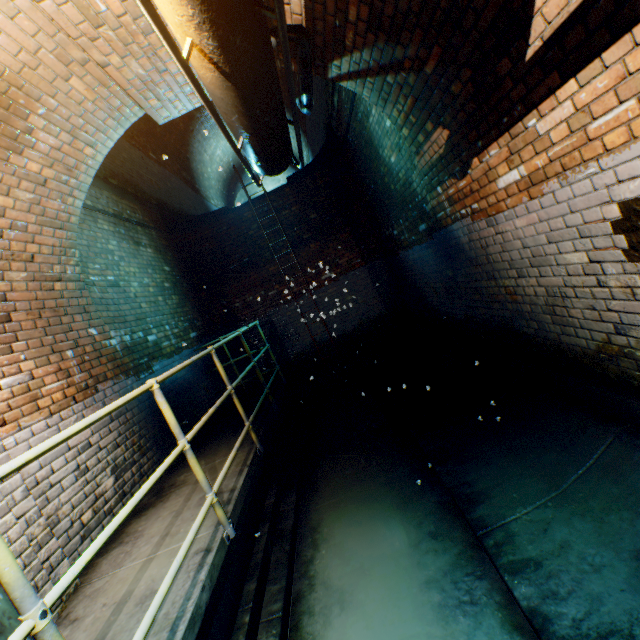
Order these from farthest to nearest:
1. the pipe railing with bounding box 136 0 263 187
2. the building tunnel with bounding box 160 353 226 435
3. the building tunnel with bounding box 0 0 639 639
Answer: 1. the building tunnel with bounding box 160 353 226 435
2. the building tunnel with bounding box 0 0 639 639
3. the pipe railing with bounding box 136 0 263 187

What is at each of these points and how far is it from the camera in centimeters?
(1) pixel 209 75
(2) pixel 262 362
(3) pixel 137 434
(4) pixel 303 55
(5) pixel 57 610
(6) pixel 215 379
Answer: (1) pipe, 173cm
(2) building tunnel, 845cm
(3) building tunnel, 394cm
(4) pipe, 290cm
(5) building tunnel, 227cm
(6) building tunnel, 670cm

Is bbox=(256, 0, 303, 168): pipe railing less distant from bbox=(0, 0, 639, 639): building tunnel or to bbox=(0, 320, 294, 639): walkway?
bbox=(0, 0, 639, 639): building tunnel

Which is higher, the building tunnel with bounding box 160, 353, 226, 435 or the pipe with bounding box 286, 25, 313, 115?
the pipe with bounding box 286, 25, 313, 115

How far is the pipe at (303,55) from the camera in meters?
2.6 m

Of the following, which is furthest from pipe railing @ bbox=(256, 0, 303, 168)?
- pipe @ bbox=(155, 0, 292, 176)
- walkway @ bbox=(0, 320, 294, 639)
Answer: walkway @ bbox=(0, 320, 294, 639)

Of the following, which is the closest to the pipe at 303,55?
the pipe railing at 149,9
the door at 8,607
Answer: the pipe railing at 149,9
